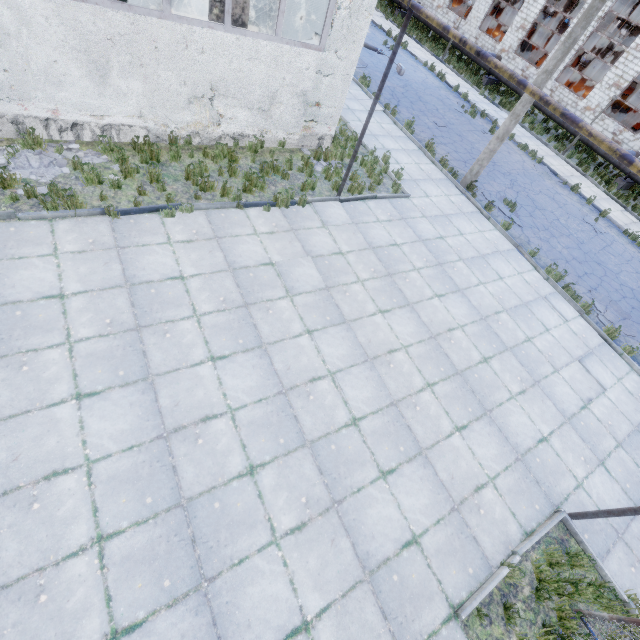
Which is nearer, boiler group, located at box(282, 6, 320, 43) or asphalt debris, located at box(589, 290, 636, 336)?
boiler group, located at box(282, 6, 320, 43)

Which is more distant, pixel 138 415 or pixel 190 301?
pixel 190 301

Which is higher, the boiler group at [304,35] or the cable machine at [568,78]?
the boiler group at [304,35]

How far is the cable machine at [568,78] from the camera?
24.9m

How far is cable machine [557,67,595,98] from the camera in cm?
2488

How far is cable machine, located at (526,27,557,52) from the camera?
34.7m

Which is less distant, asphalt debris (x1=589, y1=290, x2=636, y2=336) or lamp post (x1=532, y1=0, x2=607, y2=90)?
lamp post (x1=532, y1=0, x2=607, y2=90)

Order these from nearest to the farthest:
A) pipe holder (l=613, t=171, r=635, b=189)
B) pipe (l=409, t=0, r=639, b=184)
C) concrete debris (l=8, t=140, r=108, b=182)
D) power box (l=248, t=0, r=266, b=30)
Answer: pipe (l=409, t=0, r=639, b=184) → concrete debris (l=8, t=140, r=108, b=182) → power box (l=248, t=0, r=266, b=30) → pipe holder (l=613, t=171, r=635, b=189)
